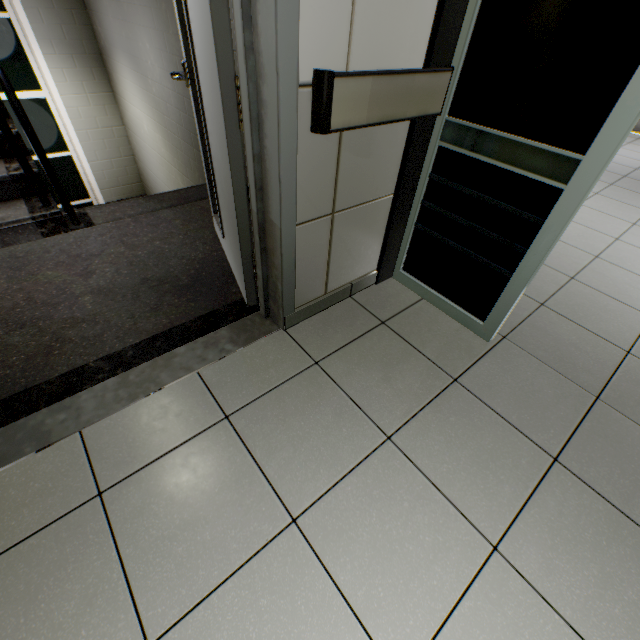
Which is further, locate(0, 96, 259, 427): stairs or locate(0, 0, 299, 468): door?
locate(0, 96, 259, 427): stairs

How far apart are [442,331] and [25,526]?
2.0 meters

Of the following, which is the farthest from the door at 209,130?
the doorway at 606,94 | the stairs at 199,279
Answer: the doorway at 606,94

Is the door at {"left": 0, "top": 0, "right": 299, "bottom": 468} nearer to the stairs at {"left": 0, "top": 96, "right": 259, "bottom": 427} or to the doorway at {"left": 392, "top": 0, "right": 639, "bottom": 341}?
the stairs at {"left": 0, "top": 96, "right": 259, "bottom": 427}

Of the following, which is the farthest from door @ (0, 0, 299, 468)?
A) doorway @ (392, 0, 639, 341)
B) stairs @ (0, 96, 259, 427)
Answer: doorway @ (392, 0, 639, 341)

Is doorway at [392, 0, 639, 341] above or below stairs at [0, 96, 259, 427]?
above

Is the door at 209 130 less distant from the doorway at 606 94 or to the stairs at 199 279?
the stairs at 199 279
